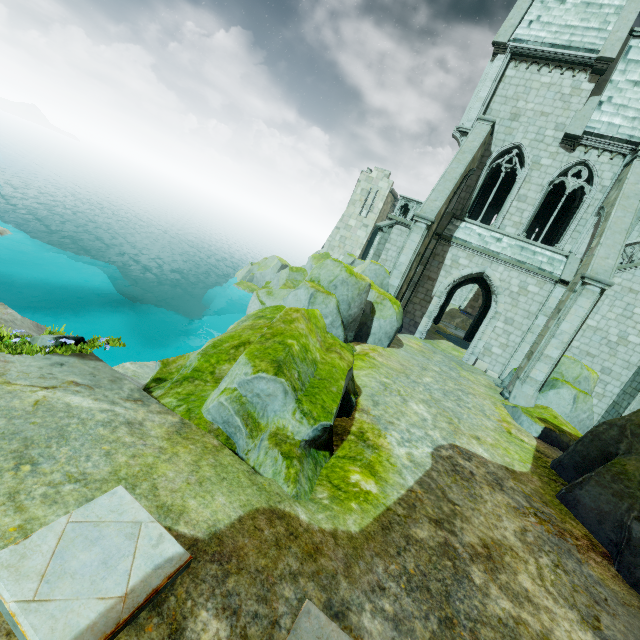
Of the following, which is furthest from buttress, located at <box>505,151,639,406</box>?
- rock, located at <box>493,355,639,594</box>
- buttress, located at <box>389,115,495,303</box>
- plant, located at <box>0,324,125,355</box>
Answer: plant, located at <box>0,324,125,355</box>

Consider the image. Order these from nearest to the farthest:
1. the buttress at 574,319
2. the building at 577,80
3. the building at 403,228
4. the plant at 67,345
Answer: the plant at 67,345, the buttress at 574,319, the building at 577,80, the building at 403,228

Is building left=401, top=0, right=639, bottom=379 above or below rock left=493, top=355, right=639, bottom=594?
above

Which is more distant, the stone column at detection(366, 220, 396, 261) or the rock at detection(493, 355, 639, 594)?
the stone column at detection(366, 220, 396, 261)

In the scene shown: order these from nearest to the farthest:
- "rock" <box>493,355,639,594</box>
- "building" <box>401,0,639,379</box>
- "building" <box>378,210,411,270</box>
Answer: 1. "rock" <box>493,355,639,594</box>
2. "building" <box>401,0,639,379</box>
3. "building" <box>378,210,411,270</box>

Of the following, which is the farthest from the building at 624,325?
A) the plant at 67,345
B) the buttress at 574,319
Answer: the plant at 67,345

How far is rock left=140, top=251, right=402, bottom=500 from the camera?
4.88m

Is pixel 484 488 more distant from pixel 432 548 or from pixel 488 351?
pixel 488 351
